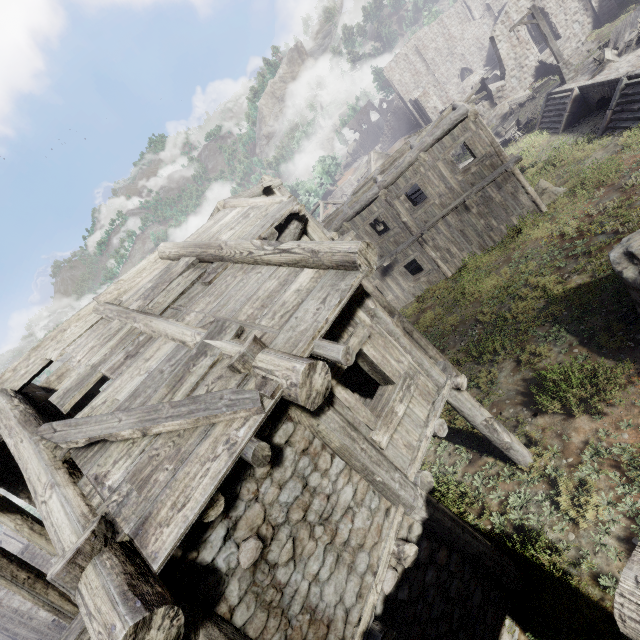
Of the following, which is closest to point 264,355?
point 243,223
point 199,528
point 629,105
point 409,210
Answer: point 199,528

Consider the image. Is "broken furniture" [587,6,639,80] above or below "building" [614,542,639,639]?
below

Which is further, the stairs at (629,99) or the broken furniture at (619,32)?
the broken furniture at (619,32)

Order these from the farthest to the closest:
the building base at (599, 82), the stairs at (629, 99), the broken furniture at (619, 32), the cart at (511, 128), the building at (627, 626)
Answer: the cart at (511, 128) < the broken furniture at (619, 32) < the building base at (599, 82) < the stairs at (629, 99) < the building at (627, 626)

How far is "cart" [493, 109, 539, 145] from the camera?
23.2m

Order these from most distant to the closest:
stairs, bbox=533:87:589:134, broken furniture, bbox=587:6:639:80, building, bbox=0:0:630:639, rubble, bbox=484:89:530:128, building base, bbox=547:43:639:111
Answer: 1. rubble, bbox=484:89:530:128
2. stairs, bbox=533:87:589:134
3. broken furniture, bbox=587:6:639:80
4. building base, bbox=547:43:639:111
5. building, bbox=0:0:630:639

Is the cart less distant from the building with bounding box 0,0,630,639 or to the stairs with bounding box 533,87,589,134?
the stairs with bounding box 533,87,589,134

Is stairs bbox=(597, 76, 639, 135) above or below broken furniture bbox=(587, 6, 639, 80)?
below
